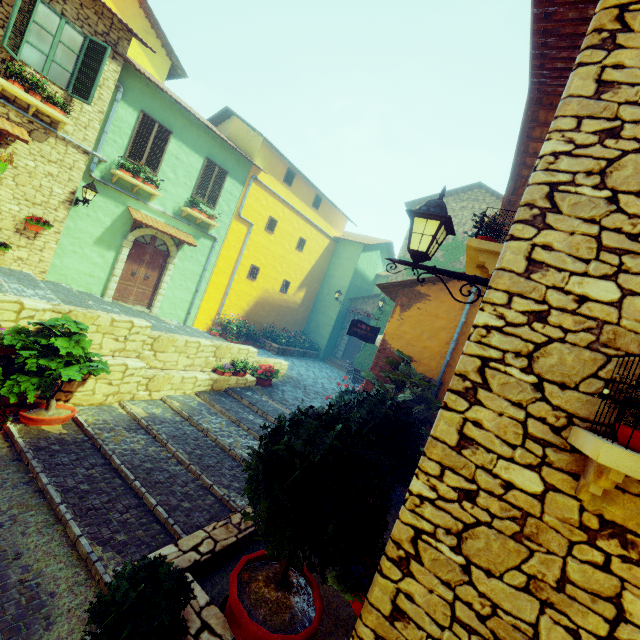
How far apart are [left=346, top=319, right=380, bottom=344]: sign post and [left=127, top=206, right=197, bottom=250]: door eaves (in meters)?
6.85

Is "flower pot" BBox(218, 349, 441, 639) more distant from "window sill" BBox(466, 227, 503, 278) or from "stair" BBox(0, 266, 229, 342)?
"window sill" BBox(466, 227, 503, 278)

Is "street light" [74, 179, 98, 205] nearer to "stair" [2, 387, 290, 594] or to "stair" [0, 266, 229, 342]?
"stair" [0, 266, 229, 342]

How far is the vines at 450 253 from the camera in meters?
15.4

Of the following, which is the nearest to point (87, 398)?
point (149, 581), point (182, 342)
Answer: point (182, 342)

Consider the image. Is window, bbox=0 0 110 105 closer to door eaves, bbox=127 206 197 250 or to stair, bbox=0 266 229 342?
door eaves, bbox=127 206 197 250

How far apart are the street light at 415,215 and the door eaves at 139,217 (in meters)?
10.53

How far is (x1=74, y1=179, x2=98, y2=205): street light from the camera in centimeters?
943cm
